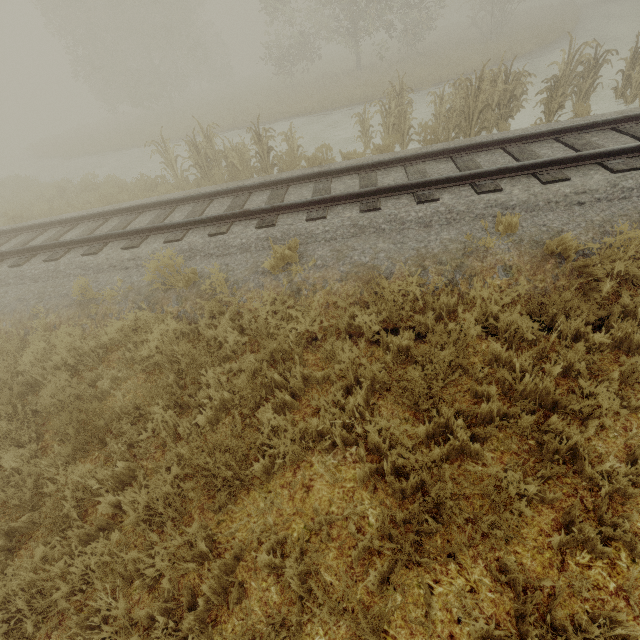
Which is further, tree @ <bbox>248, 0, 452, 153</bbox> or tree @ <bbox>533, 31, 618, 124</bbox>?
tree @ <bbox>248, 0, 452, 153</bbox>

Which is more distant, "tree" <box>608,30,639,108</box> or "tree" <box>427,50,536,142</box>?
"tree" <box>608,30,639,108</box>

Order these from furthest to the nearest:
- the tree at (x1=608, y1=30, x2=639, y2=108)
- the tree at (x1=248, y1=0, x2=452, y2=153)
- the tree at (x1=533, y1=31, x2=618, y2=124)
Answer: the tree at (x1=248, y1=0, x2=452, y2=153), the tree at (x1=608, y1=30, x2=639, y2=108), the tree at (x1=533, y1=31, x2=618, y2=124)

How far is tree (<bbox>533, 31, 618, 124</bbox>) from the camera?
8.16m

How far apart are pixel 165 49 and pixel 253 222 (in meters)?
29.51

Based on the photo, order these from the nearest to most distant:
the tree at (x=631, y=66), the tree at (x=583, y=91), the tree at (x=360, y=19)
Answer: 1. the tree at (x=583, y=91)
2. the tree at (x=631, y=66)
3. the tree at (x=360, y=19)

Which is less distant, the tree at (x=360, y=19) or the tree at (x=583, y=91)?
the tree at (x=583, y=91)
